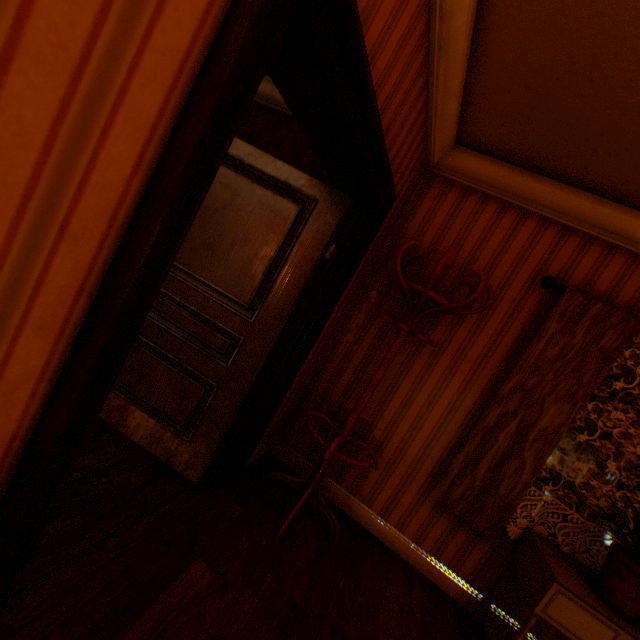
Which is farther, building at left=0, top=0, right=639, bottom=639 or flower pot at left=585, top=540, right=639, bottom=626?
flower pot at left=585, top=540, right=639, bottom=626

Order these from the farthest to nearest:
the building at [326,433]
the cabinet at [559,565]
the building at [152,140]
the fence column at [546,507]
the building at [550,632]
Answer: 1. the fence column at [546,507]
2. the building at [326,433]
3. the building at [550,632]
4. the cabinet at [559,565]
5. the building at [152,140]

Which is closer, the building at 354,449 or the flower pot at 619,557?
the flower pot at 619,557

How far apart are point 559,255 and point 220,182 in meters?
2.6

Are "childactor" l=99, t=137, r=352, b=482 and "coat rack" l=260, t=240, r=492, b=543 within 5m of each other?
yes

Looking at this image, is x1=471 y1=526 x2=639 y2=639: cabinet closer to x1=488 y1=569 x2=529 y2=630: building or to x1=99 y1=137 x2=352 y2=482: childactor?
x1=488 y1=569 x2=529 y2=630: building

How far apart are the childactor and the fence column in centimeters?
1745cm

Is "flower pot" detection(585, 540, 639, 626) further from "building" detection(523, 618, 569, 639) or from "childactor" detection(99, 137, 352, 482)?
"childactor" detection(99, 137, 352, 482)
